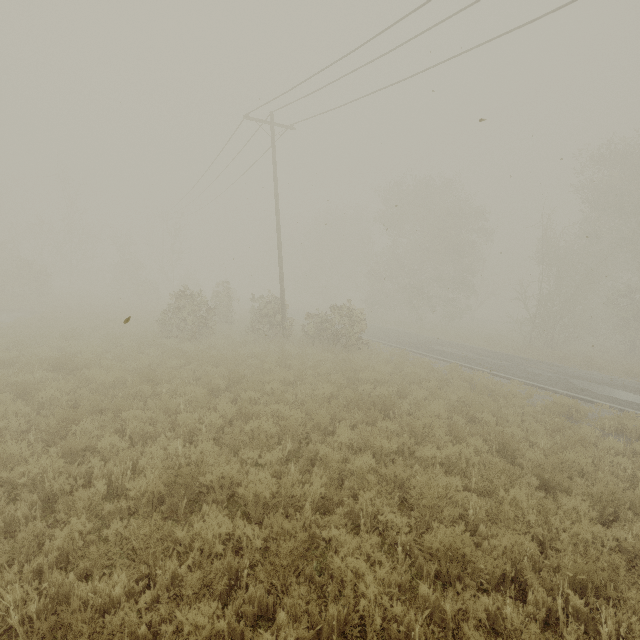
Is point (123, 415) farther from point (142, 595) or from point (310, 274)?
point (310, 274)

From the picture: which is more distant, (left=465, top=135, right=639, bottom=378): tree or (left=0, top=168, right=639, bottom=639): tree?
(left=465, top=135, right=639, bottom=378): tree

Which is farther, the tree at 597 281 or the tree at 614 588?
the tree at 597 281
